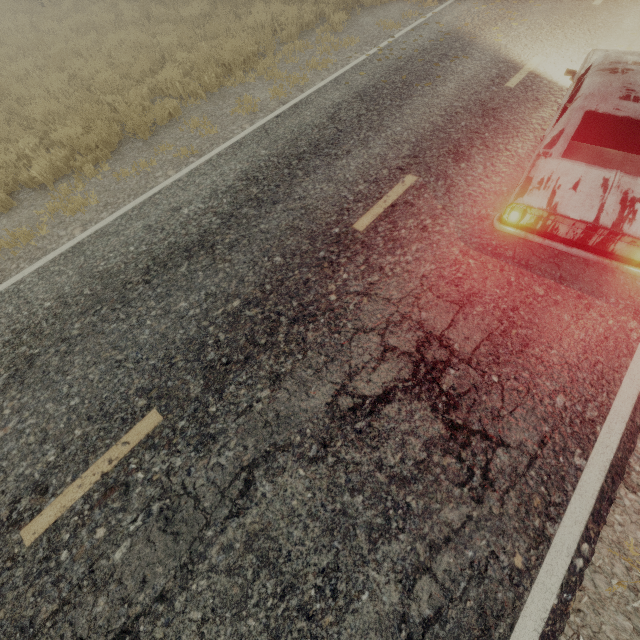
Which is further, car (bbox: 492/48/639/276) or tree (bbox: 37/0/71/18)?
tree (bbox: 37/0/71/18)

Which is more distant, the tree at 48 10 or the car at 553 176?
the tree at 48 10

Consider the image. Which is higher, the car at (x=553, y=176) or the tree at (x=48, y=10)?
the car at (x=553, y=176)

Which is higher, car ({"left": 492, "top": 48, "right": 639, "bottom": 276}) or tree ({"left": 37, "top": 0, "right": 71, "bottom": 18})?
car ({"left": 492, "top": 48, "right": 639, "bottom": 276})

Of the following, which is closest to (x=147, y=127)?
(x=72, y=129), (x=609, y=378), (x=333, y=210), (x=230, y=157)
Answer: (x=72, y=129)
